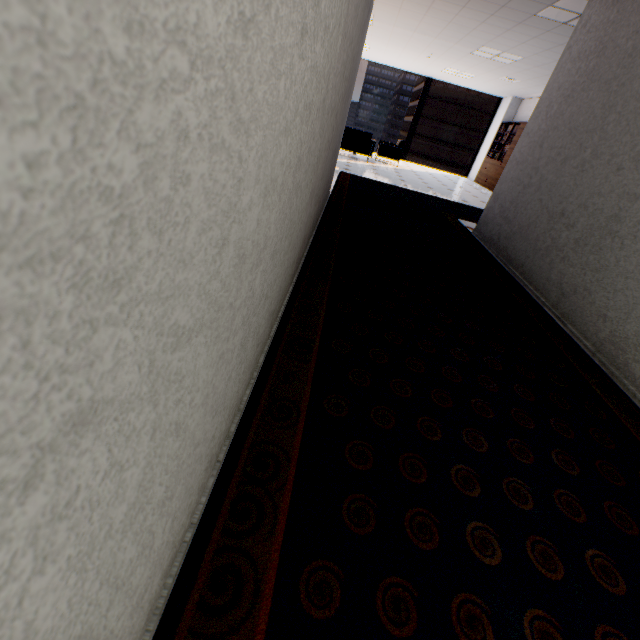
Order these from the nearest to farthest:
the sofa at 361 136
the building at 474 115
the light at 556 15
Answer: the light at 556 15
the sofa at 361 136
the building at 474 115

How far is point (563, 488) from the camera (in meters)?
1.34

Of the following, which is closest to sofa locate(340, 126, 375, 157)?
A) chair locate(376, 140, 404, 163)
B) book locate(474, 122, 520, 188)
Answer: chair locate(376, 140, 404, 163)

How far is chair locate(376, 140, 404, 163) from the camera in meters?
10.9

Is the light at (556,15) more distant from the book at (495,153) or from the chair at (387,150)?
the book at (495,153)

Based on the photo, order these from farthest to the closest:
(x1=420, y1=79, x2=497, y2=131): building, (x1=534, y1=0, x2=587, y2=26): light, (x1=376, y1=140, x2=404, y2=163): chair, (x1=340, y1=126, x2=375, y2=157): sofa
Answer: (x1=420, y1=79, x2=497, y2=131): building, (x1=376, y1=140, x2=404, y2=163): chair, (x1=340, y1=126, x2=375, y2=157): sofa, (x1=534, y1=0, x2=587, y2=26): light

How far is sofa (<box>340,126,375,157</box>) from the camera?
9.71m

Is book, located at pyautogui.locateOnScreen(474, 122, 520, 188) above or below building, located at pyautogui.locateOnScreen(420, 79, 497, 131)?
below
